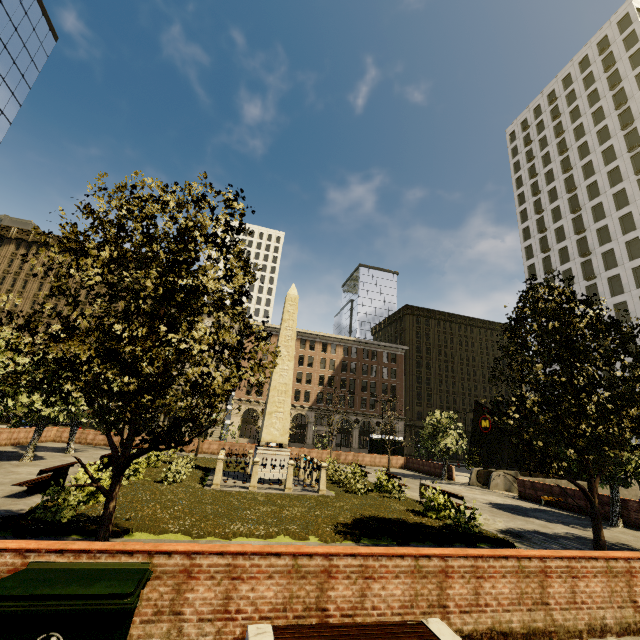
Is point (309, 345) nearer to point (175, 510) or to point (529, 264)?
point (529, 264)

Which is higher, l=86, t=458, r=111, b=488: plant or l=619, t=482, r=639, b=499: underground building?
l=86, t=458, r=111, b=488: plant

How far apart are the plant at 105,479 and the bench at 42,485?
1.0m

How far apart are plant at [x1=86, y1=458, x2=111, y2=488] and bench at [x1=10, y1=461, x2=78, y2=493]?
1.0m

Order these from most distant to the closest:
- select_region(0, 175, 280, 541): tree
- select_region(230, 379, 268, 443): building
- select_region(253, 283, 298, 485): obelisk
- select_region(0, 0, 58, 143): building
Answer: select_region(230, 379, 268, 443): building, select_region(0, 0, 58, 143): building, select_region(253, 283, 298, 485): obelisk, select_region(0, 175, 280, 541): tree

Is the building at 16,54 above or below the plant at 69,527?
above

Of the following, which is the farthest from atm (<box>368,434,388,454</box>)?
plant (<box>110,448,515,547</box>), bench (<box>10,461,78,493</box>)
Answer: bench (<box>10,461,78,493</box>)

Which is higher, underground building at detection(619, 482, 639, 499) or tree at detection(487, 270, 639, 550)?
tree at detection(487, 270, 639, 550)
